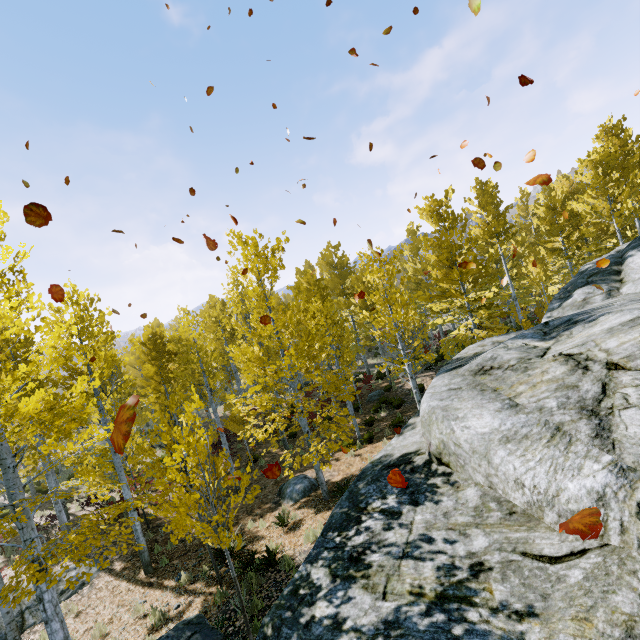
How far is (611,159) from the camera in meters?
17.7

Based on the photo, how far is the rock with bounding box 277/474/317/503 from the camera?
11.82m

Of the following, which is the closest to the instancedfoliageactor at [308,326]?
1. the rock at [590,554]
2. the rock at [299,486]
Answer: the rock at [590,554]

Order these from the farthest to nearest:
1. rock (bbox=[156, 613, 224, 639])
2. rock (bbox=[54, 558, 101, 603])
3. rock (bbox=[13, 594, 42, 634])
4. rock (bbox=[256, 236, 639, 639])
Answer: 1. rock (bbox=[54, 558, 101, 603])
2. rock (bbox=[13, 594, 42, 634])
3. rock (bbox=[156, 613, 224, 639])
4. rock (bbox=[256, 236, 639, 639])

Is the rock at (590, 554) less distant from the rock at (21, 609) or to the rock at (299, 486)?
the rock at (299, 486)

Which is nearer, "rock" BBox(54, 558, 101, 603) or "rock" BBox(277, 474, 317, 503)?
"rock" BBox(54, 558, 101, 603)

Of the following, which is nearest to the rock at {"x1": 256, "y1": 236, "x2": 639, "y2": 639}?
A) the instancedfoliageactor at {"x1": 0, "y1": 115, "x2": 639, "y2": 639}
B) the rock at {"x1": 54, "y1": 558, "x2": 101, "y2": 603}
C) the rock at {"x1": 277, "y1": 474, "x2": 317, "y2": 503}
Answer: the instancedfoliageactor at {"x1": 0, "y1": 115, "x2": 639, "y2": 639}

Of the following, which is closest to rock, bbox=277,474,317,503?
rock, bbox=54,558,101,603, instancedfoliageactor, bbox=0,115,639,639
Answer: instancedfoliageactor, bbox=0,115,639,639
